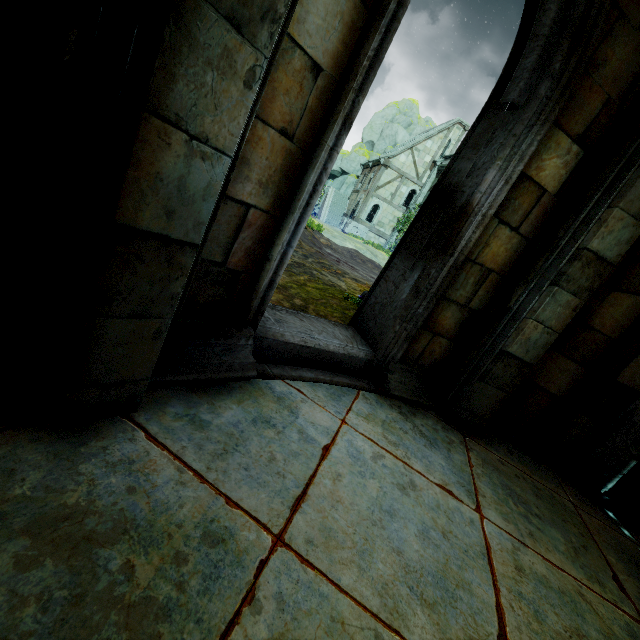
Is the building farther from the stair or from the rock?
the rock

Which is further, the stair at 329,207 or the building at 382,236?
the stair at 329,207

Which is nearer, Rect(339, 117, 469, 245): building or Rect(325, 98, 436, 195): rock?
Rect(339, 117, 469, 245): building

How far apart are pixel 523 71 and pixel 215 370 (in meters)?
3.31

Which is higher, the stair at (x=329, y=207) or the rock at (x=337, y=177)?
the rock at (x=337, y=177)

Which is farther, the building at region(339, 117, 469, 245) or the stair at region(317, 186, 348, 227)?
the stair at region(317, 186, 348, 227)

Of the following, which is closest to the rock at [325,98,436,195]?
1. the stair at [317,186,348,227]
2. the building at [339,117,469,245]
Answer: the stair at [317,186,348,227]

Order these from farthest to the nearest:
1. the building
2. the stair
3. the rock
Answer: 1. the rock
2. the stair
3. the building
